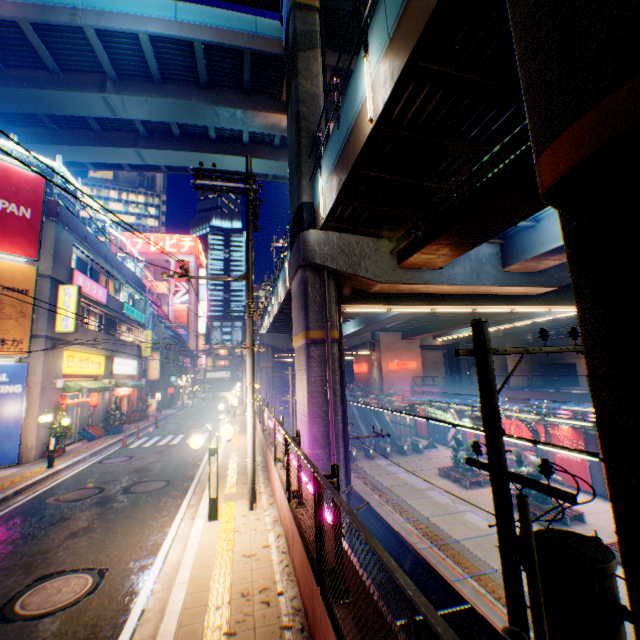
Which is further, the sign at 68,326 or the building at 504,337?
the building at 504,337

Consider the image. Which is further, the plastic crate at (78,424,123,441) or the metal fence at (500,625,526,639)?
the plastic crate at (78,424,123,441)

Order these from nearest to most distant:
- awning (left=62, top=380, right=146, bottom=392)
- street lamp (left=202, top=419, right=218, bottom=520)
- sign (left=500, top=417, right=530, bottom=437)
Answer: street lamp (left=202, top=419, right=218, bottom=520), awning (left=62, top=380, right=146, bottom=392), sign (left=500, top=417, right=530, bottom=437)

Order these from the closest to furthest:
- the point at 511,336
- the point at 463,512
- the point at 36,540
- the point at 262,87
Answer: the point at 36,540 → the point at 463,512 → the point at 262,87 → the point at 511,336

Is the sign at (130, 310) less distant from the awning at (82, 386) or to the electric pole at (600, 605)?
the awning at (82, 386)

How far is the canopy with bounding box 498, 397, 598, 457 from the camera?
10.75m

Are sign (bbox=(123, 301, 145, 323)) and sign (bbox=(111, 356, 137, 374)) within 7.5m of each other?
yes

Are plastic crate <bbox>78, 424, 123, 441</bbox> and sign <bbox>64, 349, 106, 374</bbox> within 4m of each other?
yes
